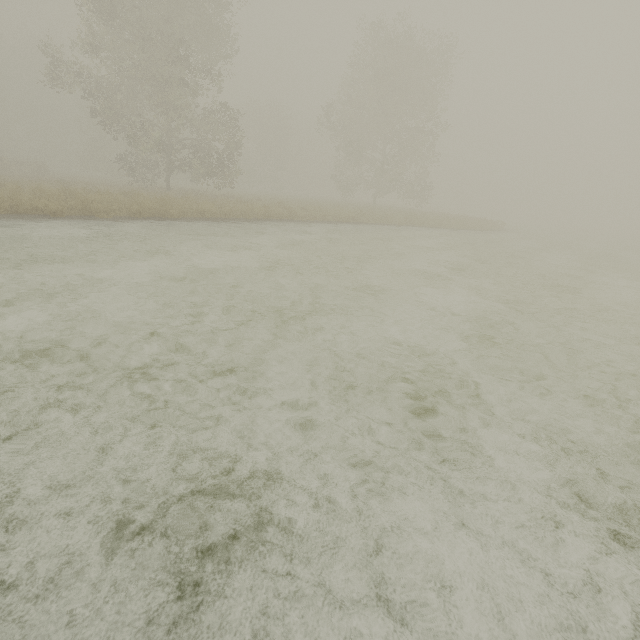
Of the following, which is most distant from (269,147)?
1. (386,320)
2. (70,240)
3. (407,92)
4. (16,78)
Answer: (386,320)
